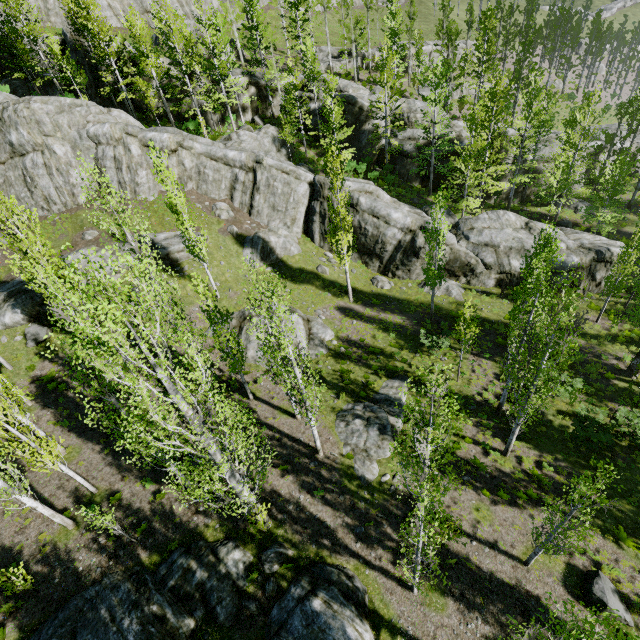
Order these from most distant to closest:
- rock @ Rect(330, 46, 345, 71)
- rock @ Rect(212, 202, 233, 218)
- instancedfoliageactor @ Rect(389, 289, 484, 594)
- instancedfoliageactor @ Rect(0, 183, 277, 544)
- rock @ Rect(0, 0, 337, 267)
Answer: rock @ Rect(330, 46, 345, 71) → rock @ Rect(212, 202, 233, 218) → rock @ Rect(0, 0, 337, 267) → instancedfoliageactor @ Rect(389, 289, 484, 594) → instancedfoliageactor @ Rect(0, 183, 277, 544)

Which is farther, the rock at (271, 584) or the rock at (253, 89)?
the rock at (253, 89)

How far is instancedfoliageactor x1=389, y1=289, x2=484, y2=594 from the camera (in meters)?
7.48

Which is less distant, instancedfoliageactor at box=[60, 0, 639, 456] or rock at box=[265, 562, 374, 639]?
rock at box=[265, 562, 374, 639]

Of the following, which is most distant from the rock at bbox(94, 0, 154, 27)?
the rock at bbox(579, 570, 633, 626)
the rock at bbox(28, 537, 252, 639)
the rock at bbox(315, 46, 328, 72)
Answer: the rock at bbox(579, 570, 633, 626)

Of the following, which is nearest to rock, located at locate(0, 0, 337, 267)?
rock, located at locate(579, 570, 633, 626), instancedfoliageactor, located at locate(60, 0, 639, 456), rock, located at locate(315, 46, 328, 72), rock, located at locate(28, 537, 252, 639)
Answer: instancedfoliageactor, located at locate(60, 0, 639, 456)

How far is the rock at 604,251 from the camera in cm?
2388

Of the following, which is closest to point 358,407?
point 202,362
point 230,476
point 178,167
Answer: point 230,476
